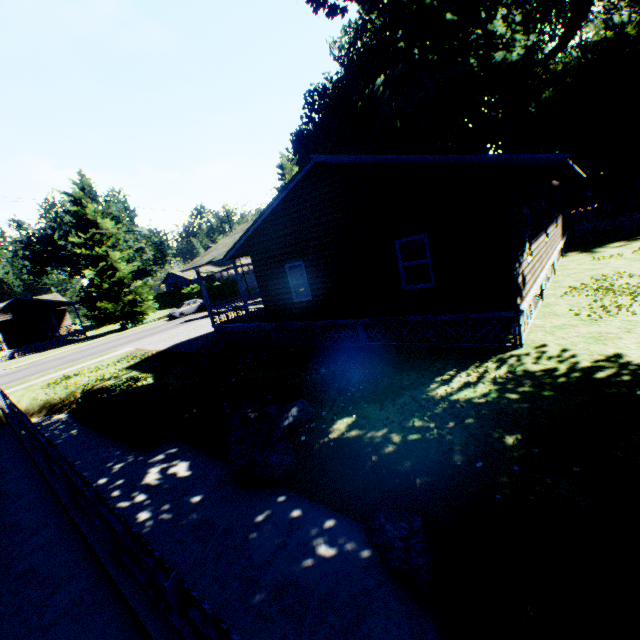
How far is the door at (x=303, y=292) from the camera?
16.45m

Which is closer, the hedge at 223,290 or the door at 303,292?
the door at 303,292

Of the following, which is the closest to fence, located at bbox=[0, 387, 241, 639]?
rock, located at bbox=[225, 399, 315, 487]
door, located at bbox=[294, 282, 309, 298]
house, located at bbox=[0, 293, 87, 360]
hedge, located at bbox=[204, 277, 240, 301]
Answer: rock, located at bbox=[225, 399, 315, 487]

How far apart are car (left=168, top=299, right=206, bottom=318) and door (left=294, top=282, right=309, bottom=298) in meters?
25.4

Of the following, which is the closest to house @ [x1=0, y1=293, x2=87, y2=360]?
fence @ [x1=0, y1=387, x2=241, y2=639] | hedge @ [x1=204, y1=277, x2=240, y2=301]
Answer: hedge @ [x1=204, y1=277, x2=240, y2=301]

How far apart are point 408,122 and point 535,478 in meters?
44.8 m

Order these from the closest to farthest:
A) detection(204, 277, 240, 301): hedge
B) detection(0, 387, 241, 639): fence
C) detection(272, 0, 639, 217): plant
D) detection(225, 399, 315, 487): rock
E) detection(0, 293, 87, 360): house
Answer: detection(0, 387, 241, 639): fence < detection(225, 399, 315, 487): rock < detection(272, 0, 639, 217): plant < detection(0, 293, 87, 360): house < detection(204, 277, 240, 301): hedge

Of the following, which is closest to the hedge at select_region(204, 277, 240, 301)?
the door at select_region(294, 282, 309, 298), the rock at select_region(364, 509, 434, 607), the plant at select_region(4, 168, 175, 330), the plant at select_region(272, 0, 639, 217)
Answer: the plant at select_region(4, 168, 175, 330)
